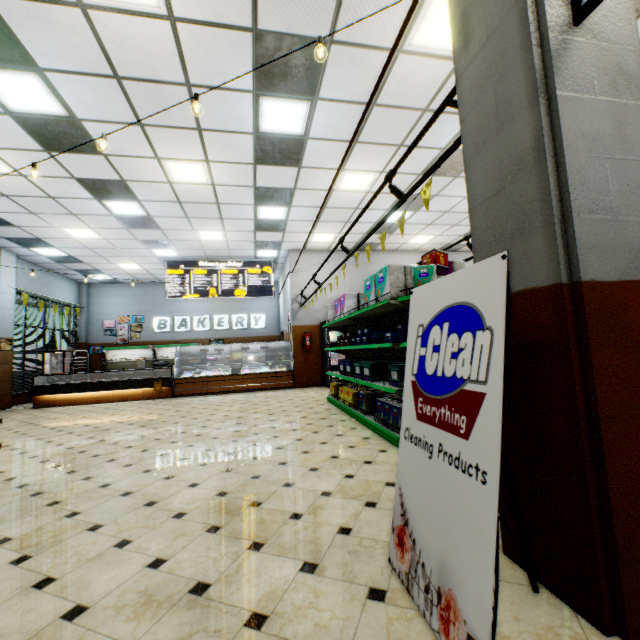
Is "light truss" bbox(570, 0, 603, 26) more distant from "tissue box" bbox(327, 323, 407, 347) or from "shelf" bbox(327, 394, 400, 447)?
"tissue box" bbox(327, 323, 407, 347)

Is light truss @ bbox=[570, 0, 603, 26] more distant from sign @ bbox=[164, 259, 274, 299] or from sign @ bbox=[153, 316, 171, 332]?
sign @ bbox=[153, 316, 171, 332]

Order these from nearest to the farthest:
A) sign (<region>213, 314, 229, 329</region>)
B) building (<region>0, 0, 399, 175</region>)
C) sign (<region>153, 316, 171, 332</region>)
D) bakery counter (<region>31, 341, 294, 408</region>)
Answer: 1. building (<region>0, 0, 399, 175</region>)
2. bakery counter (<region>31, 341, 294, 408</region>)
3. sign (<region>153, 316, 171, 332</region>)
4. sign (<region>213, 314, 229, 329</region>)

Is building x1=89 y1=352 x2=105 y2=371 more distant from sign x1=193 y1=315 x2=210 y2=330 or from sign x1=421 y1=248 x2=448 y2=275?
sign x1=421 y1=248 x2=448 y2=275

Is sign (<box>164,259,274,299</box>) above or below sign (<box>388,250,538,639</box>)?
above

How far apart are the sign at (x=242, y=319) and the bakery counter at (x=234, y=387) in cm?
442

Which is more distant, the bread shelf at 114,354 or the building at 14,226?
the bread shelf at 114,354

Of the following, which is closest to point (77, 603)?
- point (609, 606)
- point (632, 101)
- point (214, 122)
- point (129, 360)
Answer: point (609, 606)
